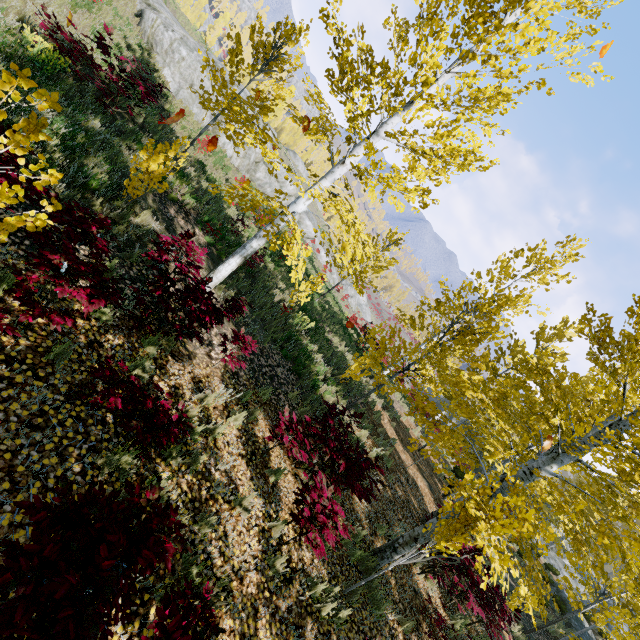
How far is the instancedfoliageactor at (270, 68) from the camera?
5.7 meters

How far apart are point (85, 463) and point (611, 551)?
16.32m

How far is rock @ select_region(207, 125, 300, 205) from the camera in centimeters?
2000cm

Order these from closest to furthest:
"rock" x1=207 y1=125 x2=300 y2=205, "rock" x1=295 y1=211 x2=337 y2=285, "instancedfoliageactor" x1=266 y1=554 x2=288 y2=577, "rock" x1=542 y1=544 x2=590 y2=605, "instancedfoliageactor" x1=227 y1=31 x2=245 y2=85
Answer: "instancedfoliageactor" x1=266 y1=554 x2=288 y2=577
"instancedfoliageactor" x1=227 y1=31 x2=245 y2=85
"rock" x1=207 y1=125 x2=300 y2=205
"rock" x1=542 y1=544 x2=590 y2=605
"rock" x1=295 y1=211 x2=337 y2=285

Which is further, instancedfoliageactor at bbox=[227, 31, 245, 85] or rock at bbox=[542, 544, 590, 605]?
rock at bbox=[542, 544, 590, 605]

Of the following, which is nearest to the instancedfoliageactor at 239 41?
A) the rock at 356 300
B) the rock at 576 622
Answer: the rock at 576 622

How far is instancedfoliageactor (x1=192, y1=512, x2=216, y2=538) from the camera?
3.78m
